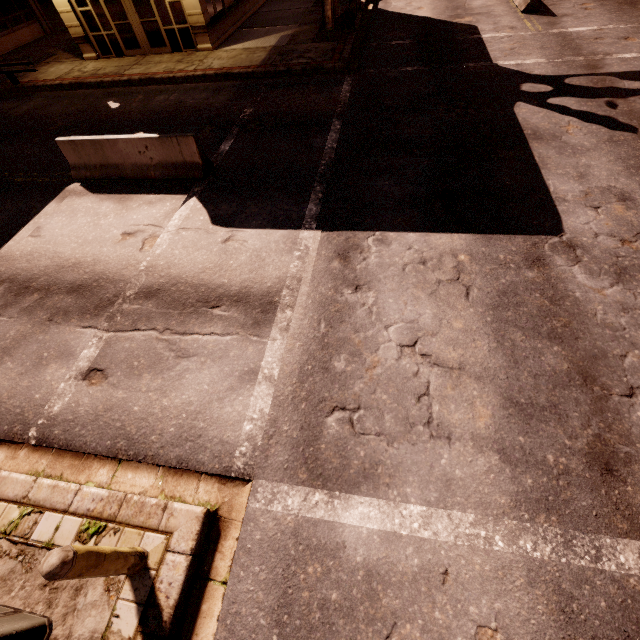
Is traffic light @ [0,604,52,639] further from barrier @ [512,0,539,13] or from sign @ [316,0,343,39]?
barrier @ [512,0,539,13]

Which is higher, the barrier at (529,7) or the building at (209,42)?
the building at (209,42)

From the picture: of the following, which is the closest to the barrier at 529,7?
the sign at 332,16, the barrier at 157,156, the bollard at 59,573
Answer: the sign at 332,16

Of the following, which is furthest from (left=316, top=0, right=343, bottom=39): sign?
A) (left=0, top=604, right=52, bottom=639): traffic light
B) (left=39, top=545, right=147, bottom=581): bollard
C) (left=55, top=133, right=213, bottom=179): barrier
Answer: (left=39, top=545, right=147, bottom=581): bollard

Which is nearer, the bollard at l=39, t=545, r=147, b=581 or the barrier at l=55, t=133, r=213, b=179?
the bollard at l=39, t=545, r=147, b=581

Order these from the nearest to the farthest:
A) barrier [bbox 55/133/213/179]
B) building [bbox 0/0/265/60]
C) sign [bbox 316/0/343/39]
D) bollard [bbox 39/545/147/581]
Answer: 1. bollard [bbox 39/545/147/581]
2. barrier [bbox 55/133/213/179]
3. sign [bbox 316/0/343/39]
4. building [bbox 0/0/265/60]

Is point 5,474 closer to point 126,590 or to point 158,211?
point 126,590

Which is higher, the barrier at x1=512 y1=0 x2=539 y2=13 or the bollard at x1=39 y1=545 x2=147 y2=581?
the bollard at x1=39 y1=545 x2=147 y2=581
